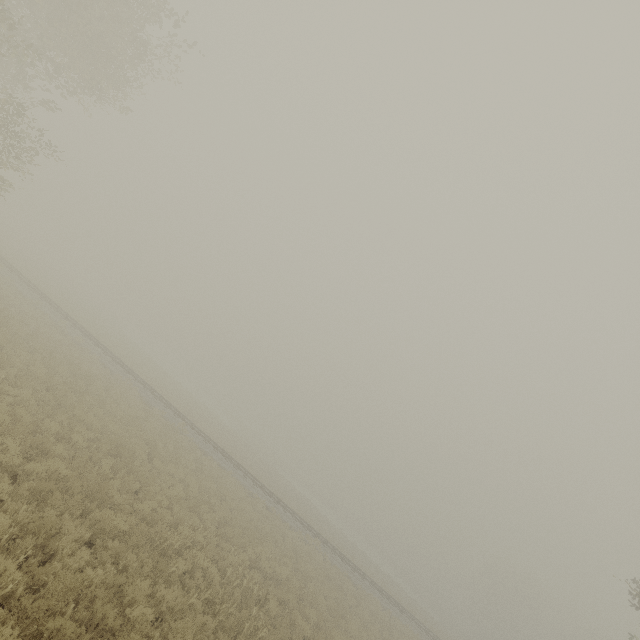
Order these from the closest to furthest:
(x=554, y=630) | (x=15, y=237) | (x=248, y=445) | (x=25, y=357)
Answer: (x=25, y=357) → (x=248, y=445) → (x=15, y=237) → (x=554, y=630)
